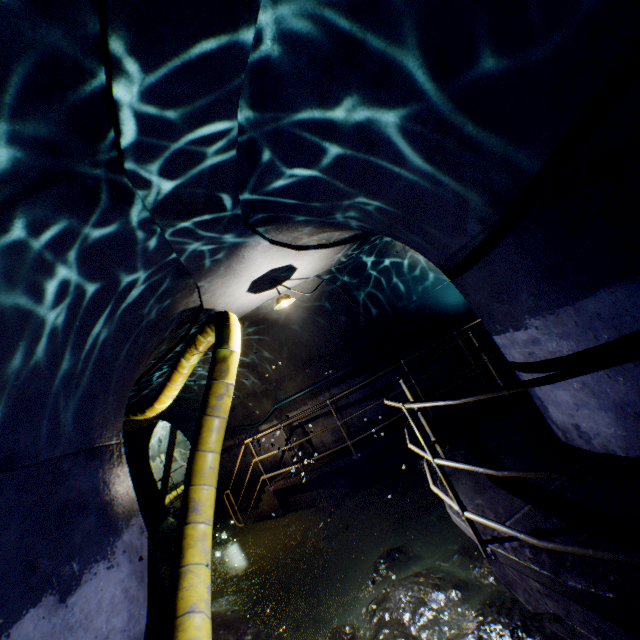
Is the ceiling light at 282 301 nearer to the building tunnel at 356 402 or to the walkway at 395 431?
the building tunnel at 356 402

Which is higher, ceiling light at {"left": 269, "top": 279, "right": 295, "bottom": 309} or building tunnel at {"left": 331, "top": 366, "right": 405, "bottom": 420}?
ceiling light at {"left": 269, "top": 279, "right": 295, "bottom": 309}

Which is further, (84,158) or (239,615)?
(239,615)

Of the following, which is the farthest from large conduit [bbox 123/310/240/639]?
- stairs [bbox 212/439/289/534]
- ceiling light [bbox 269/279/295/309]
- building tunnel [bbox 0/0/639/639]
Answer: stairs [bbox 212/439/289/534]

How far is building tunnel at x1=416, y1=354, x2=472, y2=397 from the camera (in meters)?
8.44

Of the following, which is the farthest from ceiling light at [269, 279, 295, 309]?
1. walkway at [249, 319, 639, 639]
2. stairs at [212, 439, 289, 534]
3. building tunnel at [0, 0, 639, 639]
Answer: stairs at [212, 439, 289, 534]

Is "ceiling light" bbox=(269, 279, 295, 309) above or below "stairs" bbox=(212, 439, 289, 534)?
above

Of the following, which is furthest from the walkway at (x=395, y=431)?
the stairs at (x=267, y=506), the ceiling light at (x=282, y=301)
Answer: the ceiling light at (x=282, y=301)
